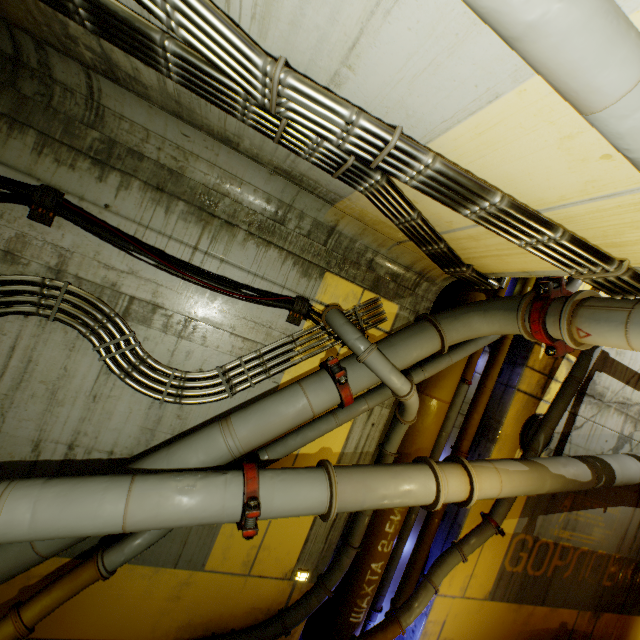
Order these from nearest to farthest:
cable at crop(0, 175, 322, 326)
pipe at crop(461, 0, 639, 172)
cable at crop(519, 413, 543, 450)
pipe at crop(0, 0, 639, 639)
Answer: pipe at crop(461, 0, 639, 172)
pipe at crop(0, 0, 639, 639)
cable at crop(0, 175, 322, 326)
cable at crop(519, 413, 543, 450)

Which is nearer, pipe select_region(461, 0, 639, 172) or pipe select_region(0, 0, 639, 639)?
pipe select_region(461, 0, 639, 172)

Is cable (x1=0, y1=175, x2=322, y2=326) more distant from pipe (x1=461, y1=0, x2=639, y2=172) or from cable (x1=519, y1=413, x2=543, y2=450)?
cable (x1=519, y1=413, x2=543, y2=450)

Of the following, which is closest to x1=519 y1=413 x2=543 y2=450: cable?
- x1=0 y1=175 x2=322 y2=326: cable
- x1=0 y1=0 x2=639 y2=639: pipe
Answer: x1=0 y1=0 x2=639 y2=639: pipe

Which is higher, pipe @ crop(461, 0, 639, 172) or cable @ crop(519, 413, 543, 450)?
pipe @ crop(461, 0, 639, 172)

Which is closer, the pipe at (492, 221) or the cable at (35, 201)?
the pipe at (492, 221)

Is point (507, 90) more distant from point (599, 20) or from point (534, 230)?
point (534, 230)

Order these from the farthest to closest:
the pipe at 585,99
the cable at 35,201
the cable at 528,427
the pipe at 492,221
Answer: the cable at 528,427, the cable at 35,201, the pipe at 492,221, the pipe at 585,99
